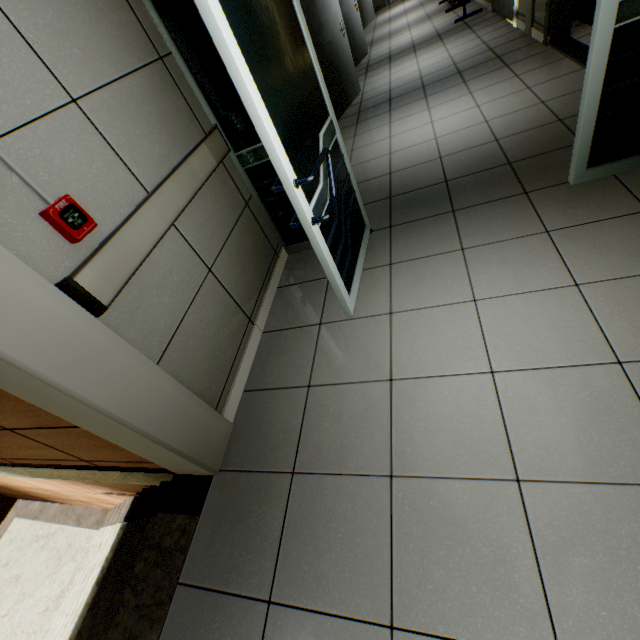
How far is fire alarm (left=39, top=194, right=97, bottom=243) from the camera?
1.19m

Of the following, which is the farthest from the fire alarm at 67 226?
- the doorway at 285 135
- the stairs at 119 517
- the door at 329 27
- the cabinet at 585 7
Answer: the cabinet at 585 7

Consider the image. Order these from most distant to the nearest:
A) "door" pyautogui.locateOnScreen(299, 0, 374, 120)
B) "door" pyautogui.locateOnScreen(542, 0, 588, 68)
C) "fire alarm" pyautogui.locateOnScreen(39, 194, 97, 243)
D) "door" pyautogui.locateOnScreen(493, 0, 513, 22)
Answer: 1. "door" pyautogui.locateOnScreen(493, 0, 513, 22)
2. "door" pyautogui.locateOnScreen(299, 0, 374, 120)
3. "door" pyautogui.locateOnScreen(542, 0, 588, 68)
4. "fire alarm" pyautogui.locateOnScreen(39, 194, 97, 243)

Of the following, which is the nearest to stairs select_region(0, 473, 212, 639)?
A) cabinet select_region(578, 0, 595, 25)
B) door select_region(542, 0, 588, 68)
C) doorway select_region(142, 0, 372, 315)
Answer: doorway select_region(142, 0, 372, 315)

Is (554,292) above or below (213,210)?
below

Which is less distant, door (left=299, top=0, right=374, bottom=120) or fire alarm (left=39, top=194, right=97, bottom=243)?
fire alarm (left=39, top=194, right=97, bottom=243)

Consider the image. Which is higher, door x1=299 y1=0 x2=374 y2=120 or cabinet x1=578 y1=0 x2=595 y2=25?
door x1=299 y1=0 x2=374 y2=120

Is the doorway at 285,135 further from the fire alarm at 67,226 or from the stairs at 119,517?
the stairs at 119,517
